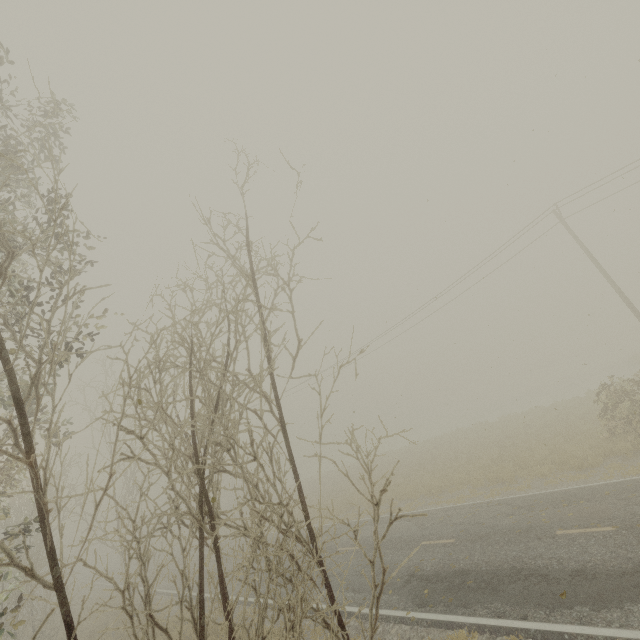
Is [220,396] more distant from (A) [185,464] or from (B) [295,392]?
(B) [295,392]
